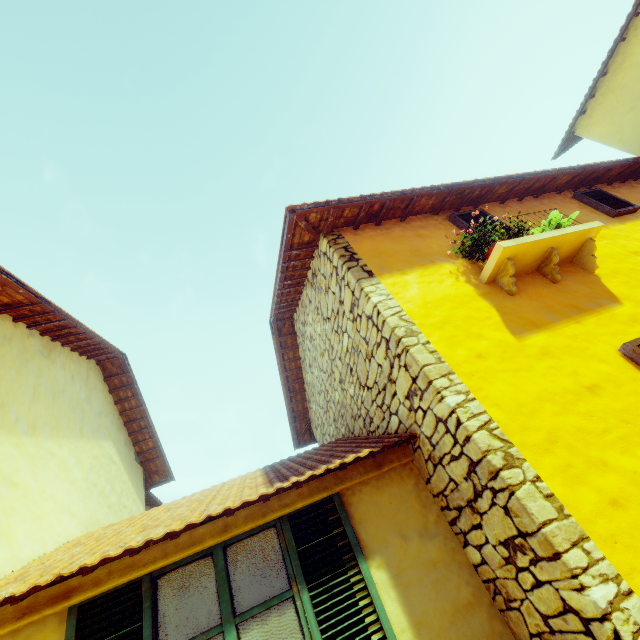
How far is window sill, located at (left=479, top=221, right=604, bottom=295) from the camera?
3.4m

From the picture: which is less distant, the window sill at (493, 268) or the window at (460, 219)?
the window sill at (493, 268)

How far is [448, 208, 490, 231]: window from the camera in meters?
4.3

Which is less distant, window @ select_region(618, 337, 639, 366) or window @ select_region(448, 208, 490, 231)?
window @ select_region(618, 337, 639, 366)

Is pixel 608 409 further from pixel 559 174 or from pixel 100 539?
pixel 100 539

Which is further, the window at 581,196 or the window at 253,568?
the window at 581,196

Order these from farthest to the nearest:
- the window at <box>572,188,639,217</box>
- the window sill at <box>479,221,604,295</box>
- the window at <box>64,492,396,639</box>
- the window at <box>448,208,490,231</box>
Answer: the window at <box>572,188,639,217</box>, the window at <box>448,208,490,231</box>, the window sill at <box>479,221,604,295</box>, the window at <box>64,492,396,639</box>

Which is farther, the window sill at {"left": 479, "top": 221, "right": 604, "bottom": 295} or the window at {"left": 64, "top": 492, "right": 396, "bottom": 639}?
the window sill at {"left": 479, "top": 221, "right": 604, "bottom": 295}
